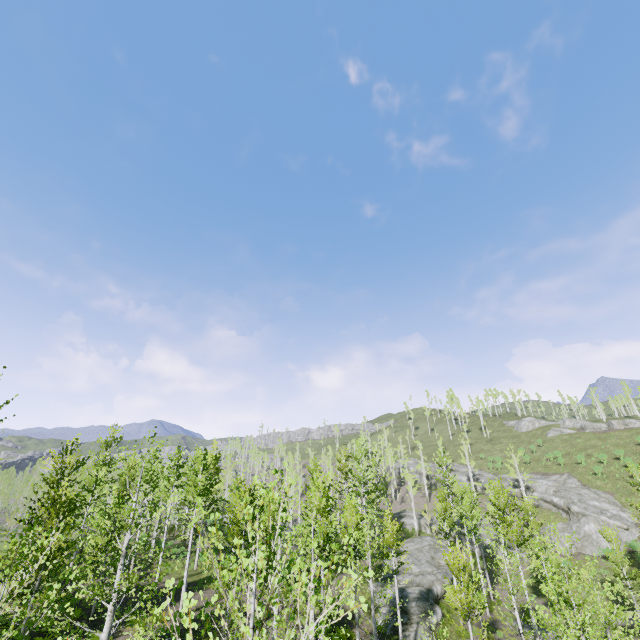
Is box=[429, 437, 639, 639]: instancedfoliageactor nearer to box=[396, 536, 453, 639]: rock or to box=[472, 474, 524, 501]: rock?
box=[396, 536, 453, 639]: rock

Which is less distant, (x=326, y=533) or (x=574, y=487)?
(x=326, y=533)

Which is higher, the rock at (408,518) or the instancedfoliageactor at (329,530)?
the instancedfoliageactor at (329,530)

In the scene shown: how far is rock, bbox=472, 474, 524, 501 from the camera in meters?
47.4 m

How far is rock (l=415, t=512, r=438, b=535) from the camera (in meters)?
47.06

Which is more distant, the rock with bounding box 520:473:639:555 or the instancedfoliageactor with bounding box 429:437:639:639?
the rock with bounding box 520:473:639:555

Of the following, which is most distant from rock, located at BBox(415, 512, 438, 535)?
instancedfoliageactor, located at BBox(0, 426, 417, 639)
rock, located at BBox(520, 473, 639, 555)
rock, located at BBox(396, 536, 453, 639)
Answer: rock, located at BBox(396, 536, 453, 639)

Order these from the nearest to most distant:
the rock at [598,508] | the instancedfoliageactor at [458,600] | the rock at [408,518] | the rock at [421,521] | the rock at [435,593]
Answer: the instancedfoliageactor at [458,600] → the rock at [435,593] → the rock at [598,508] → the rock at [421,521] → the rock at [408,518]
